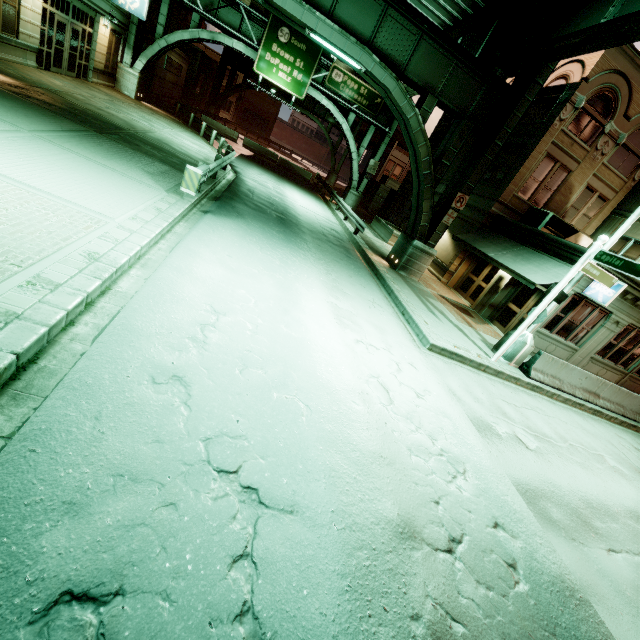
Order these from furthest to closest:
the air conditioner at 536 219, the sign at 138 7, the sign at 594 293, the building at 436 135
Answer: the building at 436 135, the sign at 138 7, the air conditioner at 536 219, the sign at 594 293

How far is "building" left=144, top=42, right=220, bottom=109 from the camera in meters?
30.4

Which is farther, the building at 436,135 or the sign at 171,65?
the sign at 171,65

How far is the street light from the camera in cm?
1120

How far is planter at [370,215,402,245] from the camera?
23.1m

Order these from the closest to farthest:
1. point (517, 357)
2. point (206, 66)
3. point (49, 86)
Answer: point (517, 357) → point (49, 86) → point (206, 66)

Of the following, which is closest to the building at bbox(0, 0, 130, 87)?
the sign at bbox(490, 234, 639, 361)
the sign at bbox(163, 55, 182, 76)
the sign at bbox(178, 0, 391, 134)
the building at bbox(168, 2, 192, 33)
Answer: the building at bbox(168, 2, 192, 33)

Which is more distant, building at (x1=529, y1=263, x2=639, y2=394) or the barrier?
building at (x1=529, y1=263, x2=639, y2=394)
